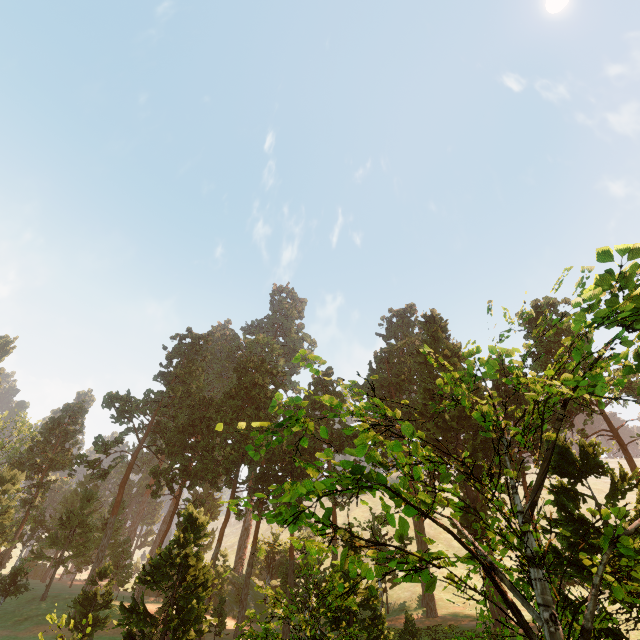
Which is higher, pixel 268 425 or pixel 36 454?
pixel 268 425

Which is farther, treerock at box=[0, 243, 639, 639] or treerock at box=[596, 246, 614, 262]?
treerock at box=[0, 243, 639, 639]

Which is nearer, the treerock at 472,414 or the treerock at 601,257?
the treerock at 601,257

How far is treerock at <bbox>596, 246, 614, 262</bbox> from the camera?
5.51m

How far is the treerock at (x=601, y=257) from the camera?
5.5 meters
